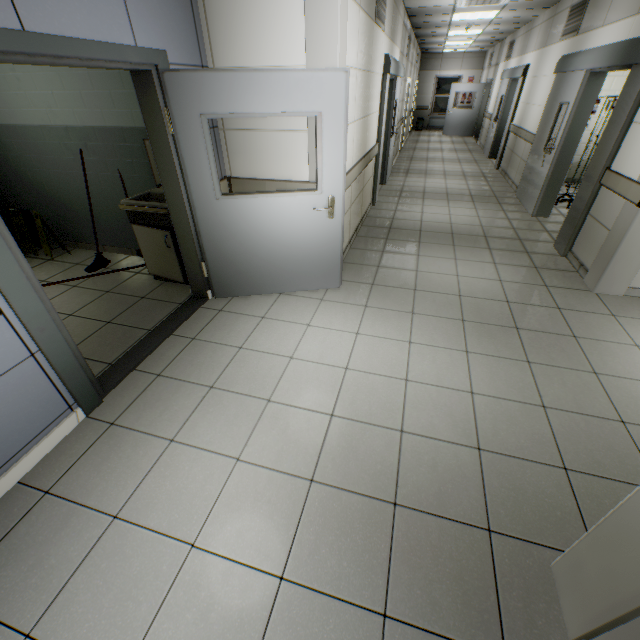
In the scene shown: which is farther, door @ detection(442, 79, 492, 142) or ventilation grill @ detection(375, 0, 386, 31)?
door @ detection(442, 79, 492, 142)

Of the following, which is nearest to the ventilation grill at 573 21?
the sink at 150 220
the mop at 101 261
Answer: the sink at 150 220

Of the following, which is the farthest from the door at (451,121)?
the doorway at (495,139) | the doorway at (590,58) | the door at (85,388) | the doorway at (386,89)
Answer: the door at (85,388)

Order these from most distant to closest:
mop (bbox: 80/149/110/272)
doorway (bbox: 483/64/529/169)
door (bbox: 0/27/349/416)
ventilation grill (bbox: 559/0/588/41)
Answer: doorway (bbox: 483/64/529/169) → ventilation grill (bbox: 559/0/588/41) → mop (bbox: 80/149/110/272) → door (bbox: 0/27/349/416)

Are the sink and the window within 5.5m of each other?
no

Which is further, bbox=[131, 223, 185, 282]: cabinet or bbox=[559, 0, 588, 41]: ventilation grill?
bbox=[559, 0, 588, 41]: ventilation grill

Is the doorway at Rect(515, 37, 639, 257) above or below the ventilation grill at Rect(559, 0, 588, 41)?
below

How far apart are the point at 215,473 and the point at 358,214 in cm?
433
